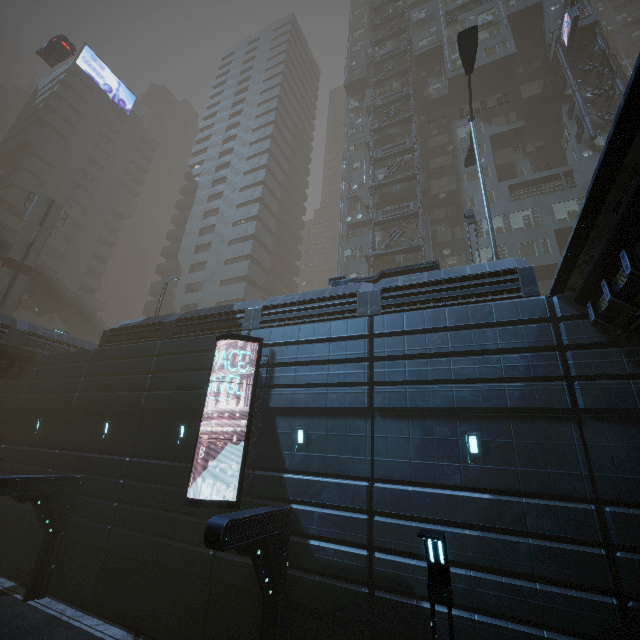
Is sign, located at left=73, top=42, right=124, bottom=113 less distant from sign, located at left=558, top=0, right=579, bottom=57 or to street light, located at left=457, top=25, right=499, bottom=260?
street light, located at left=457, top=25, right=499, bottom=260

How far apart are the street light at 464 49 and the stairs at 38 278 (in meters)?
41.82

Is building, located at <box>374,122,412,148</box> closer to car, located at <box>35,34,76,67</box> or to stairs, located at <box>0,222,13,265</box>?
car, located at <box>35,34,76,67</box>

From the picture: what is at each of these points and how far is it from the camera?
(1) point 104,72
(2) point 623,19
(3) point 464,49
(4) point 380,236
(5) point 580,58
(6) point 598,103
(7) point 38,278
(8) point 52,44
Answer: (1) sign, 57.34m
(2) building, 58.31m
(3) street light, 15.95m
(4) building, 30.03m
(5) building, 29.72m
(6) building, 27.45m
(7) stairs, 34.66m
(8) car, 33.47m

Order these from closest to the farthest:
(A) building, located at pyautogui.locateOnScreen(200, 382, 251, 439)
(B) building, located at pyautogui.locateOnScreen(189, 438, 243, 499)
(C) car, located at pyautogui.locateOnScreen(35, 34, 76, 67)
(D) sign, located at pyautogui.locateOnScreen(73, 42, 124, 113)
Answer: (B) building, located at pyautogui.locateOnScreen(189, 438, 243, 499)
(A) building, located at pyautogui.locateOnScreen(200, 382, 251, 439)
(C) car, located at pyautogui.locateOnScreen(35, 34, 76, 67)
(D) sign, located at pyautogui.locateOnScreen(73, 42, 124, 113)

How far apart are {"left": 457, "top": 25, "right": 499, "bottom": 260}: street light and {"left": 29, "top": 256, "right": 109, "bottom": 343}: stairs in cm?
4182

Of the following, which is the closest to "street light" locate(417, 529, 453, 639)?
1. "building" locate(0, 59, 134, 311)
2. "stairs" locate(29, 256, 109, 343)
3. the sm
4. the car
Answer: the sm

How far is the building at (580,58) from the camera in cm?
2922
